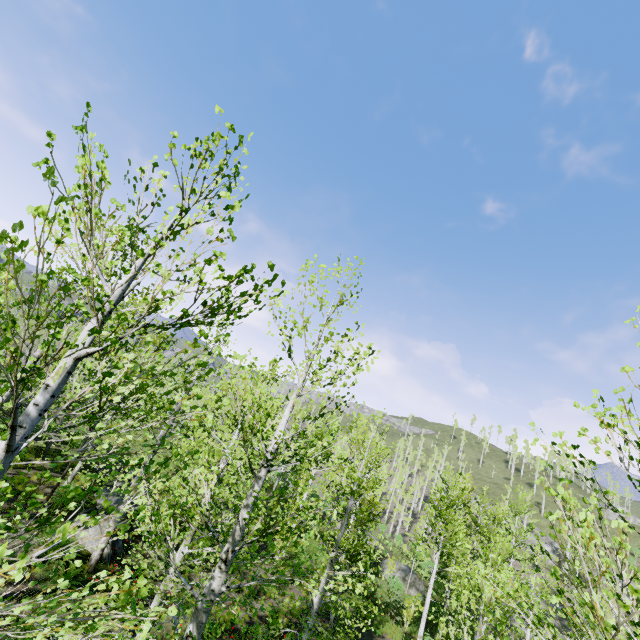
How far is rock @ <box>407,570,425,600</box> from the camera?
26.2 meters

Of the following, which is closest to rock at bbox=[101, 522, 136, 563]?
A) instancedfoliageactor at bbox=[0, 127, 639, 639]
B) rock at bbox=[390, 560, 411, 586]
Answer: instancedfoliageactor at bbox=[0, 127, 639, 639]

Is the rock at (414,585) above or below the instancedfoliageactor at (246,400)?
below

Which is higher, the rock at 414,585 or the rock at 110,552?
the rock at 110,552

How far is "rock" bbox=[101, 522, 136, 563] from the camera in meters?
11.5 m

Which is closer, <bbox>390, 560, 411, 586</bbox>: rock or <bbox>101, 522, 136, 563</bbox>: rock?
<bbox>101, 522, 136, 563</bbox>: rock

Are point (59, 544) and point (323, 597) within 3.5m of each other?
no
